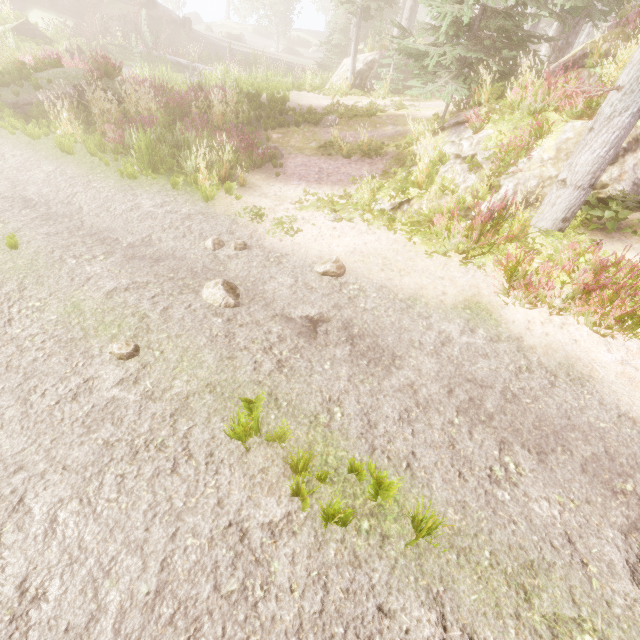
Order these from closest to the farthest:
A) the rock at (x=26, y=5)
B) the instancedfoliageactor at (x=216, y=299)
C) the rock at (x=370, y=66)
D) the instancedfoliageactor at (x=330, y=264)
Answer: the instancedfoliageactor at (x=216, y=299) < the instancedfoliageactor at (x=330, y=264) < the rock at (x=370, y=66) < the rock at (x=26, y=5)

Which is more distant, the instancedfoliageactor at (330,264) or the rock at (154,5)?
the rock at (154,5)

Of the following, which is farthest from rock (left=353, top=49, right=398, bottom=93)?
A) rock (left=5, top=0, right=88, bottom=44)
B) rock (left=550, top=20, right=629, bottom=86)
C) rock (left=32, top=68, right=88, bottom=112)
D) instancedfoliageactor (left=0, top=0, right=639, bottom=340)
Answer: rock (left=5, top=0, right=88, bottom=44)

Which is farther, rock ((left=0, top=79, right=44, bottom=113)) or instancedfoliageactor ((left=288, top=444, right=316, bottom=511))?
rock ((left=0, top=79, right=44, bottom=113))

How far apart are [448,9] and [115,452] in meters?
11.8 m

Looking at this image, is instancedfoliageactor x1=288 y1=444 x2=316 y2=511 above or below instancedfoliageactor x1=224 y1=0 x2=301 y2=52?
below

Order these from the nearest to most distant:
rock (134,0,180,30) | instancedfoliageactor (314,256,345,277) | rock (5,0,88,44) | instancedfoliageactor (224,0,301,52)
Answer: instancedfoliageactor (314,256,345,277) → rock (5,0,88,44) → rock (134,0,180,30) → instancedfoliageactor (224,0,301,52)

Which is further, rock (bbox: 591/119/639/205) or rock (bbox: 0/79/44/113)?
rock (bbox: 0/79/44/113)
